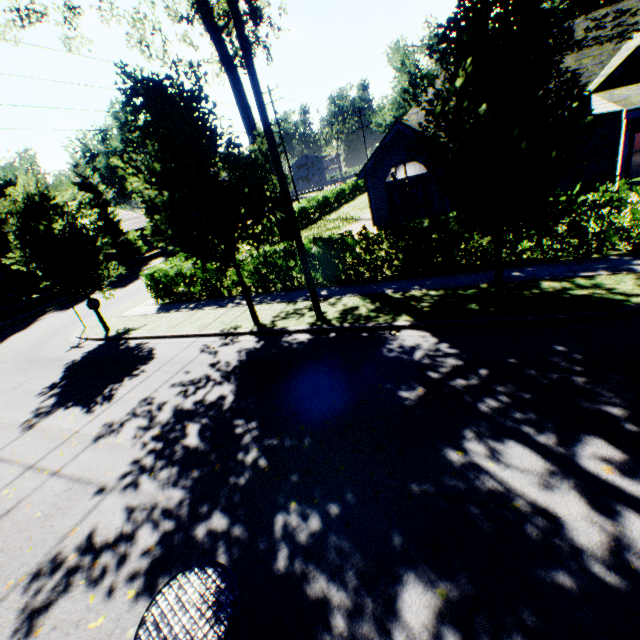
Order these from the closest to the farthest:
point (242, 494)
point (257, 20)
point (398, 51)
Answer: point (242, 494)
point (257, 20)
point (398, 51)

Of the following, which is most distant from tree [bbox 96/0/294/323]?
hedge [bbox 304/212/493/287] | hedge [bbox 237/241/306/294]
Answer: hedge [bbox 304/212/493/287]

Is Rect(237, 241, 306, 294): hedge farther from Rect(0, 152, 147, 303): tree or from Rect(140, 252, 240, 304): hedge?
Rect(0, 152, 147, 303): tree

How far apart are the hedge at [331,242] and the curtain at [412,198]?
8.21m

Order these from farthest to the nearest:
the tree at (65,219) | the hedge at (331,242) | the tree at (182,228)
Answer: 1. the tree at (65,219)
2. the hedge at (331,242)
3. the tree at (182,228)

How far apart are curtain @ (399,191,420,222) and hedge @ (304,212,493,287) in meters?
8.2 m

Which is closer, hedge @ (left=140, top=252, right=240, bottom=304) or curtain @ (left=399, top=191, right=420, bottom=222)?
hedge @ (left=140, top=252, right=240, bottom=304)

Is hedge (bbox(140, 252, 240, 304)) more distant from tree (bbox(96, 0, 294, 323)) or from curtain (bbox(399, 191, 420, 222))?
curtain (bbox(399, 191, 420, 222))
